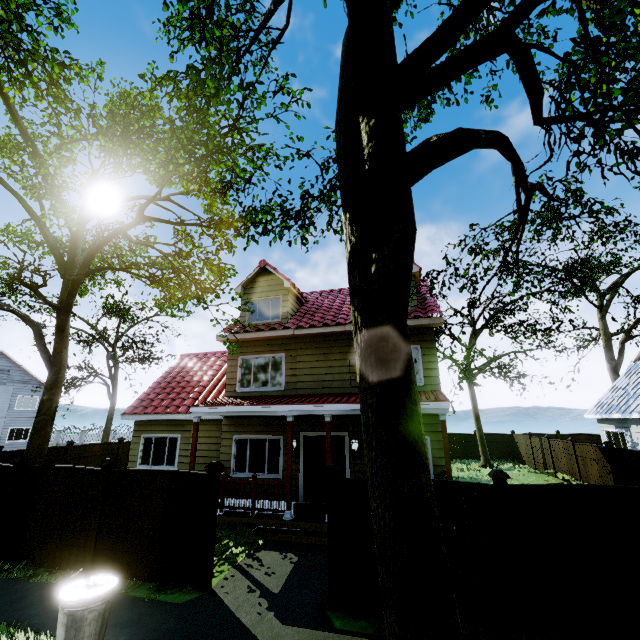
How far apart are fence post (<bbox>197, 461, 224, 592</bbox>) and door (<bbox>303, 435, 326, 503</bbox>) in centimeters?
474cm

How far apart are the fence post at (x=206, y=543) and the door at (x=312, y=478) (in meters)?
4.74

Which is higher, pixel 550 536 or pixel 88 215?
pixel 88 215

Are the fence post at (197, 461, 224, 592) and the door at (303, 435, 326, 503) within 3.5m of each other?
no

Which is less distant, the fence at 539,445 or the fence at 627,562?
the fence at 627,562

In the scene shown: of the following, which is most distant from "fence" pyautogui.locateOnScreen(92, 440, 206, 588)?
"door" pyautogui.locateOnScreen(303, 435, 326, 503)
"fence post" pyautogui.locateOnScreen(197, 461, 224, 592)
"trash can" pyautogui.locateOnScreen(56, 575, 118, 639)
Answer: "door" pyautogui.locateOnScreen(303, 435, 326, 503)

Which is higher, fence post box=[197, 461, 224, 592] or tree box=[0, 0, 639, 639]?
tree box=[0, 0, 639, 639]

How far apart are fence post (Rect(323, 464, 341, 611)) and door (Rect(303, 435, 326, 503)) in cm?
475
